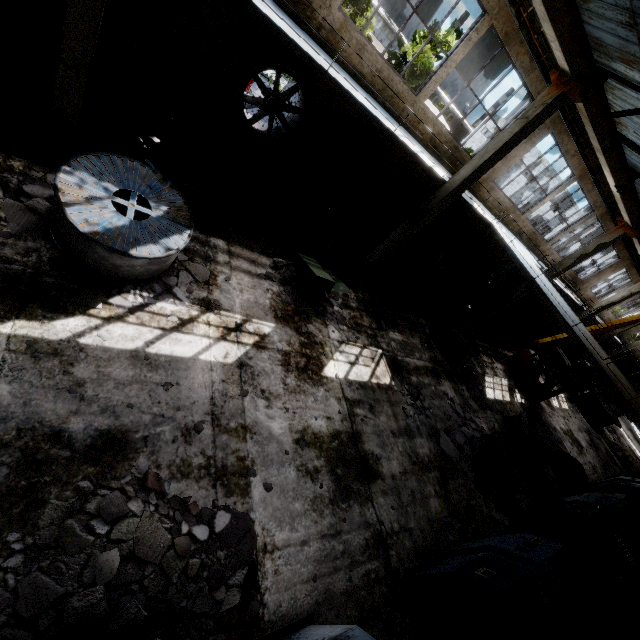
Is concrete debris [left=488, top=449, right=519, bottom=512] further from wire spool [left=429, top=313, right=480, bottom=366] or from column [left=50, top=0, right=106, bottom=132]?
column [left=50, top=0, right=106, bottom=132]

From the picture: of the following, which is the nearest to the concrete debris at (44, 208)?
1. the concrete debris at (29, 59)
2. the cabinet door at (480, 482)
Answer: the concrete debris at (29, 59)

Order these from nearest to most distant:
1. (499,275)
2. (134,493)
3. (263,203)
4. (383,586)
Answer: (134,493)
(383,586)
(263,203)
(499,275)

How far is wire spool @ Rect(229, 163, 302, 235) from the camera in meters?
8.9

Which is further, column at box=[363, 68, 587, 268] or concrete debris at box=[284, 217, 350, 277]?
concrete debris at box=[284, 217, 350, 277]

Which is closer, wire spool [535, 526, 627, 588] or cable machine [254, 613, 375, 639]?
cable machine [254, 613, 375, 639]

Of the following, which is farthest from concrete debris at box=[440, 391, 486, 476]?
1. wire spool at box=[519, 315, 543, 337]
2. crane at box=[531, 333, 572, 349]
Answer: wire spool at box=[519, 315, 543, 337]

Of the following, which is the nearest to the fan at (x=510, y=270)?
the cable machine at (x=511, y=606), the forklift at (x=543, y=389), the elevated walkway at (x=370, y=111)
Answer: the elevated walkway at (x=370, y=111)
